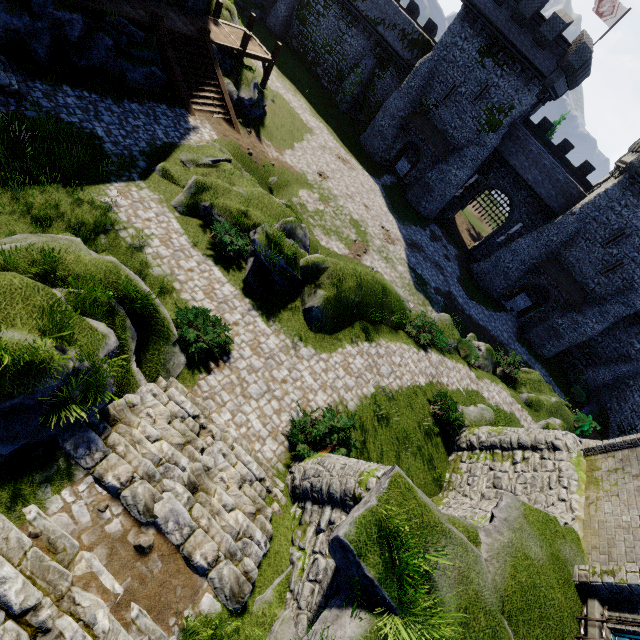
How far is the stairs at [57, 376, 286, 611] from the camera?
6.14m

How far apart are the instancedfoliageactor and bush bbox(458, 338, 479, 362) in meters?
18.7

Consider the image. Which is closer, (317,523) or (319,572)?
(319,572)

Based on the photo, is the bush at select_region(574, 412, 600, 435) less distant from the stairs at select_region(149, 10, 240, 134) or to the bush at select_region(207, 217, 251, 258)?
the bush at select_region(207, 217, 251, 258)

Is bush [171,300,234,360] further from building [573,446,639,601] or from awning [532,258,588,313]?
awning [532,258,588,313]

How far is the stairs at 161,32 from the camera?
17.2 meters

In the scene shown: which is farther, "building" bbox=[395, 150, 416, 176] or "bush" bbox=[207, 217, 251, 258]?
"building" bbox=[395, 150, 416, 176]

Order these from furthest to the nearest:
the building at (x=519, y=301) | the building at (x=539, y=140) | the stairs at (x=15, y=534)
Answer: the building at (x=519, y=301)
the building at (x=539, y=140)
the stairs at (x=15, y=534)
